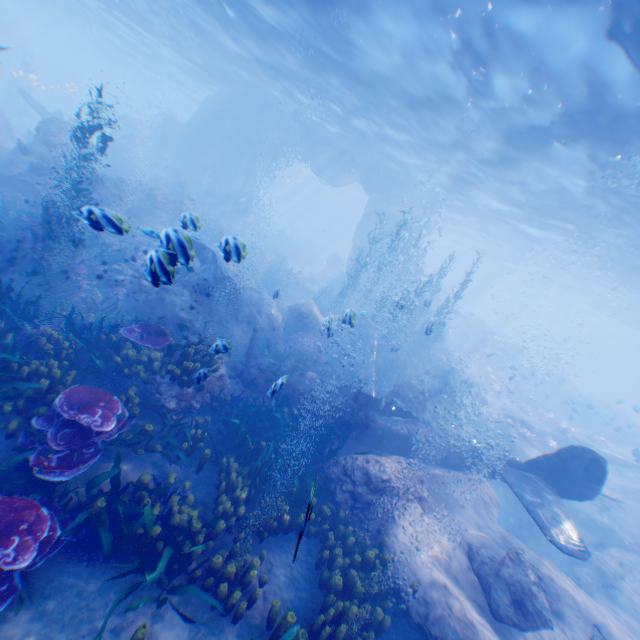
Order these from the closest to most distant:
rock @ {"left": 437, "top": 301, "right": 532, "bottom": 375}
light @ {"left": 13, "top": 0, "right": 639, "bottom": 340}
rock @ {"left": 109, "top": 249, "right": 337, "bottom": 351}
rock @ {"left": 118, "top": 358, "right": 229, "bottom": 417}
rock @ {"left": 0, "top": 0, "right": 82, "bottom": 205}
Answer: rock @ {"left": 118, "top": 358, "right": 229, "bottom": 417}
light @ {"left": 13, "top": 0, "right": 639, "bottom": 340}
rock @ {"left": 109, "top": 249, "right": 337, "bottom": 351}
rock @ {"left": 0, "top": 0, "right": 82, "bottom": 205}
rock @ {"left": 437, "top": 301, "right": 532, "bottom": 375}

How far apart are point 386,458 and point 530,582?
3.52m

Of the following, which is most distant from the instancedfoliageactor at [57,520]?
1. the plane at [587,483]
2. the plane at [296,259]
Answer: the plane at [296,259]

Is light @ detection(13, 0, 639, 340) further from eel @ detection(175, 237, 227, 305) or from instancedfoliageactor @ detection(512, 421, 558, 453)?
eel @ detection(175, 237, 227, 305)

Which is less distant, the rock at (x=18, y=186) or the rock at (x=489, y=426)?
the rock at (x=489, y=426)

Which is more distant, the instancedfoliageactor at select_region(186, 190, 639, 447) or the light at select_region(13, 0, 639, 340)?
the instancedfoliageactor at select_region(186, 190, 639, 447)

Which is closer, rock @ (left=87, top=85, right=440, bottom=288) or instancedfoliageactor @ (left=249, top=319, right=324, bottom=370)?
instancedfoliageactor @ (left=249, top=319, right=324, bottom=370)
